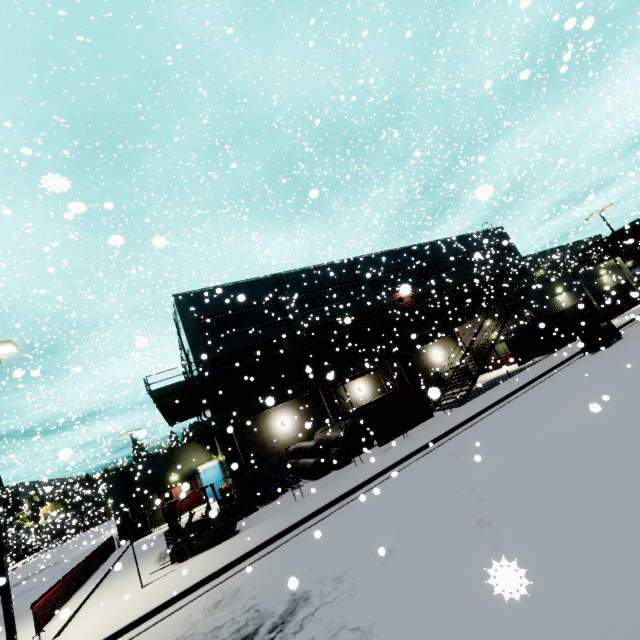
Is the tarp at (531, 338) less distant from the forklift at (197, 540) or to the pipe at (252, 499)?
the pipe at (252, 499)

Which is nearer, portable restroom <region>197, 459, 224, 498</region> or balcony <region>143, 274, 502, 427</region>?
balcony <region>143, 274, 502, 427</region>

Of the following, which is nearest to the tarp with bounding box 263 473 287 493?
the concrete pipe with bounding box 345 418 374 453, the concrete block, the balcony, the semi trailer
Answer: the concrete pipe with bounding box 345 418 374 453

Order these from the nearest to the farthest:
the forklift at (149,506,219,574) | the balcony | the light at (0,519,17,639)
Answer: the light at (0,519,17,639) → the forklift at (149,506,219,574) → the balcony

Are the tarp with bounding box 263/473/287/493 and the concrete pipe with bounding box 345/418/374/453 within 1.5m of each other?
no

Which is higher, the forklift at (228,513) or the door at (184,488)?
the door at (184,488)

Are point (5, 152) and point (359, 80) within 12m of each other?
no

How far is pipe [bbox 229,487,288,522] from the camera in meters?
15.6
